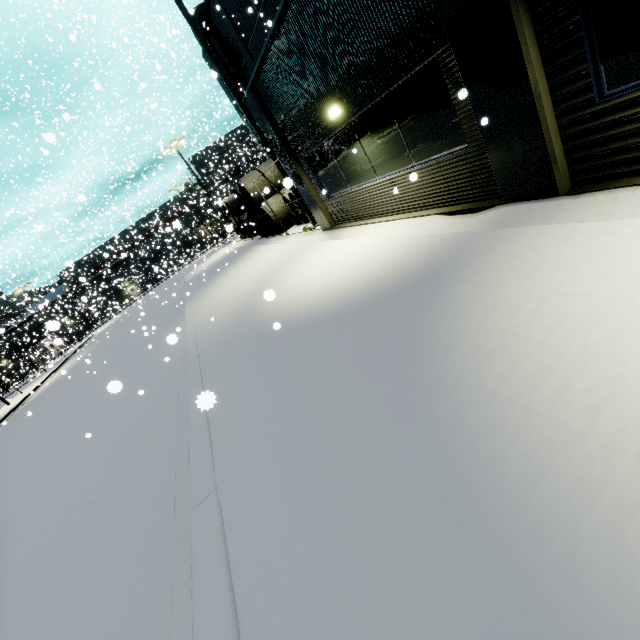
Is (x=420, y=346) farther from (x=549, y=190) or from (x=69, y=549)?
(x=69, y=549)

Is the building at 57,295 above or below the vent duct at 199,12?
below

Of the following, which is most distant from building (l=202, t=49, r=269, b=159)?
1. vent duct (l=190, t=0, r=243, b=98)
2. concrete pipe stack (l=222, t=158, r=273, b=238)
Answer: concrete pipe stack (l=222, t=158, r=273, b=238)

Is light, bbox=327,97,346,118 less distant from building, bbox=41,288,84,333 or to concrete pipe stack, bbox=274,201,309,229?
building, bbox=41,288,84,333

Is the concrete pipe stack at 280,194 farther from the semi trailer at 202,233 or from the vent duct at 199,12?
the semi trailer at 202,233

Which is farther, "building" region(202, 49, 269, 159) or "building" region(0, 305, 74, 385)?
"building" region(0, 305, 74, 385)

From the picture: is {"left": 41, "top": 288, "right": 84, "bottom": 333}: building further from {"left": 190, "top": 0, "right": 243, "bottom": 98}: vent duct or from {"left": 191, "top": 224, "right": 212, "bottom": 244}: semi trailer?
{"left": 191, "top": 224, "right": 212, "bottom": 244}: semi trailer
